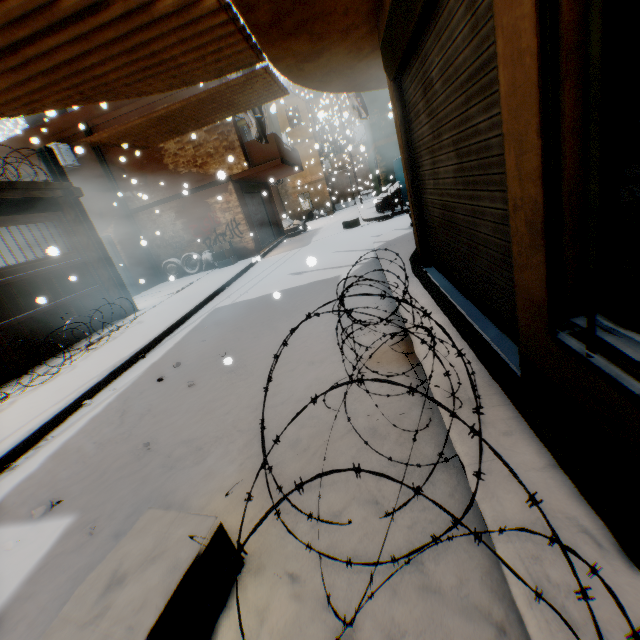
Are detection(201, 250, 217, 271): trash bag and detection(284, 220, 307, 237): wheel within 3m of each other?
no

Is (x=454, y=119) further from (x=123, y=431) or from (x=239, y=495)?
(x=123, y=431)

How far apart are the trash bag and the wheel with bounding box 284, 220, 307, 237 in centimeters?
587cm

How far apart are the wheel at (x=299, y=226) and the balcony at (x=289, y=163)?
0.66m

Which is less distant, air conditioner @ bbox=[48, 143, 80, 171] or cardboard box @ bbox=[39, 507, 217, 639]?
cardboard box @ bbox=[39, 507, 217, 639]

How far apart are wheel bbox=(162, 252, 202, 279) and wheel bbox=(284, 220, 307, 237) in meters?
3.9

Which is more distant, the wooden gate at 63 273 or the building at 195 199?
the wooden gate at 63 273

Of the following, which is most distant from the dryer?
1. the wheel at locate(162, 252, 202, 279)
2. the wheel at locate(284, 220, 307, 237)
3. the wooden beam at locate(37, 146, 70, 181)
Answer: the wheel at locate(162, 252, 202, 279)
